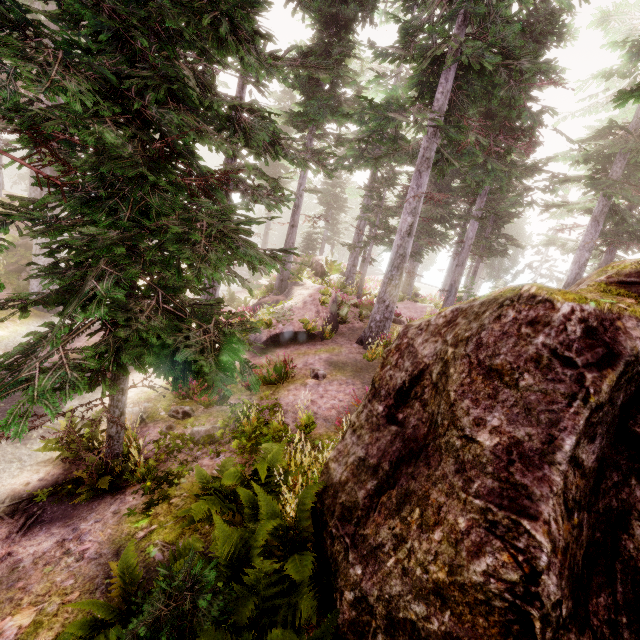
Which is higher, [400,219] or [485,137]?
[485,137]

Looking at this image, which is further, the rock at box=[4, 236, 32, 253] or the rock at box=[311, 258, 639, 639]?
the rock at box=[4, 236, 32, 253]

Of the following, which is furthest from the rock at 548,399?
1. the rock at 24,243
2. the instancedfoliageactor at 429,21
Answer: the rock at 24,243

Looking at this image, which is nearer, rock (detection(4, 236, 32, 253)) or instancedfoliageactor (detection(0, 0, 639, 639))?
instancedfoliageactor (detection(0, 0, 639, 639))

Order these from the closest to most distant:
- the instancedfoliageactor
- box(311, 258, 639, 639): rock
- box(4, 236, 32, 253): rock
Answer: box(311, 258, 639, 639): rock
the instancedfoliageactor
box(4, 236, 32, 253): rock

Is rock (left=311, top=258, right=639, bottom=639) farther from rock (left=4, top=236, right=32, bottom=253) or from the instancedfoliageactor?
rock (left=4, top=236, right=32, bottom=253)
